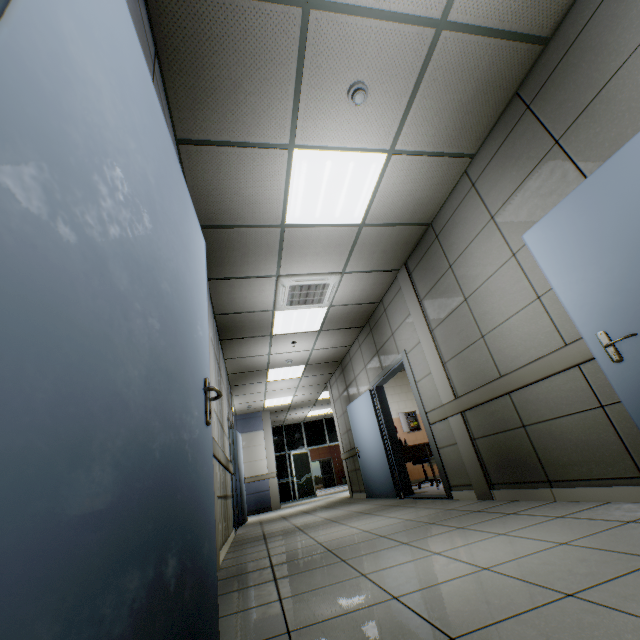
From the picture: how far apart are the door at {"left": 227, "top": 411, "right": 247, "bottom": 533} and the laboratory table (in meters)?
3.16

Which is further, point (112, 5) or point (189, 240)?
point (189, 240)

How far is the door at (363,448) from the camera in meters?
4.8 m

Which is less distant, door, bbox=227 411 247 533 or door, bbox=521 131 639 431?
door, bbox=521 131 639 431

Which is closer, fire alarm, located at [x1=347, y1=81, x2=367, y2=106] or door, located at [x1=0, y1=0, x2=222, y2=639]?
door, located at [x1=0, y1=0, x2=222, y2=639]

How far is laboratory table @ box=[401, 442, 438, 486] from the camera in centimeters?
628cm

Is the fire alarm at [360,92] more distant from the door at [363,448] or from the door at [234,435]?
the door at [234,435]

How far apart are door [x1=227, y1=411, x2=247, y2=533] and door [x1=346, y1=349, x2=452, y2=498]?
2.74m
